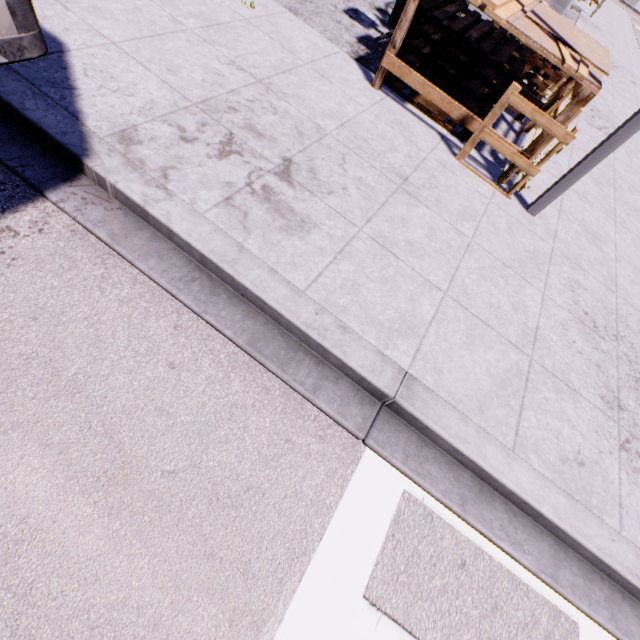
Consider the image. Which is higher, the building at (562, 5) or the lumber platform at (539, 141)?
the building at (562, 5)

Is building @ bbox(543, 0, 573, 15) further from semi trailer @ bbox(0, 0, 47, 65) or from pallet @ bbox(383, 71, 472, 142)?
pallet @ bbox(383, 71, 472, 142)

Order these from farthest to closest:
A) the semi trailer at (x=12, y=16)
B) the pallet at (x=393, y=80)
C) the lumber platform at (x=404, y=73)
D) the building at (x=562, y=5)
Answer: the building at (x=562, y=5)
the pallet at (x=393, y=80)
the lumber platform at (x=404, y=73)
the semi trailer at (x=12, y=16)

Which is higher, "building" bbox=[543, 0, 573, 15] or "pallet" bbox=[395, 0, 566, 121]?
"building" bbox=[543, 0, 573, 15]

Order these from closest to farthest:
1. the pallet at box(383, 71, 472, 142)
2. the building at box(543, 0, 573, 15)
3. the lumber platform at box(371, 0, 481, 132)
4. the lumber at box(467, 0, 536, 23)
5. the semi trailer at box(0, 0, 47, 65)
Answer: the semi trailer at box(0, 0, 47, 65), the lumber at box(467, 0, 536, 23), the lumber platform at box(371, 0, 481, 132), the pallet at box(383, 71, 472, 142), the building at box(543, 0, 573, 15)

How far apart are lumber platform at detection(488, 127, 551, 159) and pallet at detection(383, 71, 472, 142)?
0.2m

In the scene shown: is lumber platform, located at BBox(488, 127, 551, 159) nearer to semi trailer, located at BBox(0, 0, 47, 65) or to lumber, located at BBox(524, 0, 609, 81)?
lumber, located at BBox(524, 0, 609, 81)

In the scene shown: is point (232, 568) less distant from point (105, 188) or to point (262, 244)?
point (262, 244)
